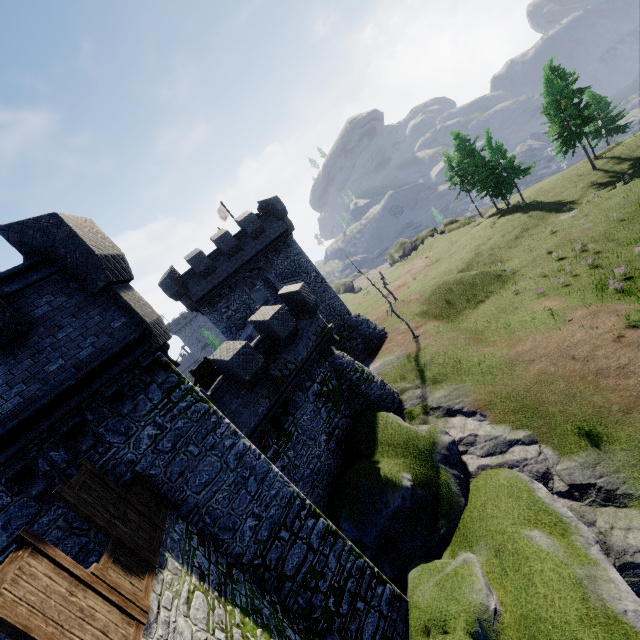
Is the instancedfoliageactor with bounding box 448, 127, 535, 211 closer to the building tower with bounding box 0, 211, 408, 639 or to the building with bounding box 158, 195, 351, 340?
the building with bounding box 158, 195, 351, 340

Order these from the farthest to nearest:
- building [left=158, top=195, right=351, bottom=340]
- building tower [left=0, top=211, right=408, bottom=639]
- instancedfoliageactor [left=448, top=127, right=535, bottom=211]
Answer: instancedfoliageactor [left=448, top=127, right=535, bottom=211]
building [left=158, top=195, right=351, bottom=340]
building tower [left=0, top=211, right=408, bottom=639]

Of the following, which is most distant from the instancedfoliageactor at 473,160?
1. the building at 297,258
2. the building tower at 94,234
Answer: the building tower at 94,234

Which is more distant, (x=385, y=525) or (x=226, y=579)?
(x=385, y=525)

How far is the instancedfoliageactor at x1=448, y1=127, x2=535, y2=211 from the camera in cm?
4031

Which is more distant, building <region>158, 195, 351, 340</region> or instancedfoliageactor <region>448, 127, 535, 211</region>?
instancedfoliageactor <region>448, 127, 535, 211</region>
